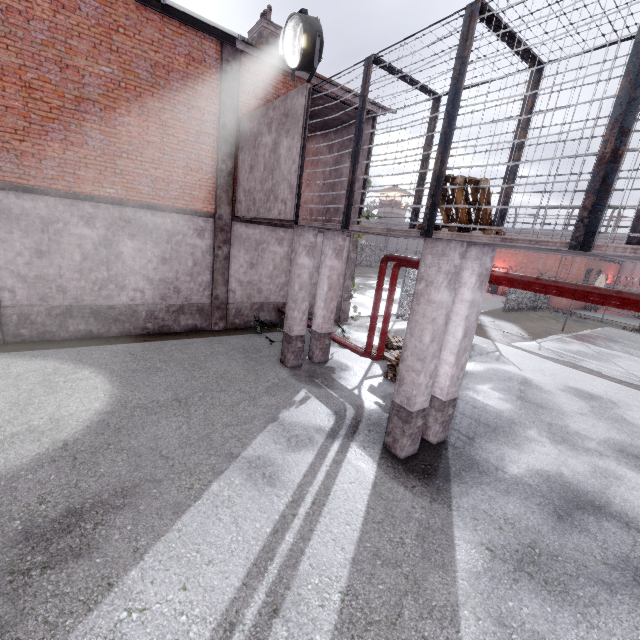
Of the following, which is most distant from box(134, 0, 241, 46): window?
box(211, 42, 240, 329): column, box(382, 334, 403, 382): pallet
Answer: box(382, 334, 403, 382): pallet

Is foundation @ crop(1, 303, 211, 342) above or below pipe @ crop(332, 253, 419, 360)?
below

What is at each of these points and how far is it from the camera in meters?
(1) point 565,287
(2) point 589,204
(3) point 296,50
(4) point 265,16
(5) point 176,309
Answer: (1) pipe, 5.1
(2) cage, 3.3
(3) spotlight, 7.7
(4) chimney, 12.1
(5) foundation, 10.8

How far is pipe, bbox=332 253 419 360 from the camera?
7.97m

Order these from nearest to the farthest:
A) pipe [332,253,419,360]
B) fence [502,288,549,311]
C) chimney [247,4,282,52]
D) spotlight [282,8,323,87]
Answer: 1. spotlight [282,8,323,87]
2. pipe [332,253,419,360]
3. chimney [247,4,282,52]
4. fence [502,288,549,311]

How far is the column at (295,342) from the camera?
8.5 meters

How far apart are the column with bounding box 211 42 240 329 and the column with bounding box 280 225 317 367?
3.4 meters

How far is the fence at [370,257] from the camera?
50.56m
